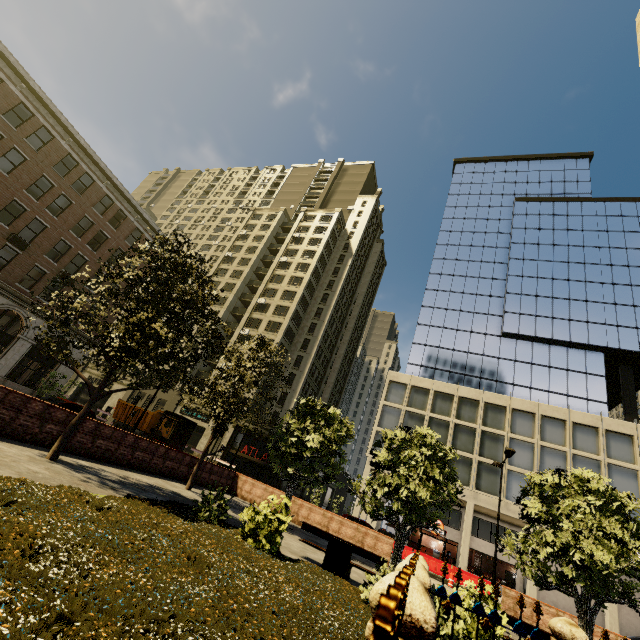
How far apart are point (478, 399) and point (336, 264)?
32.87m

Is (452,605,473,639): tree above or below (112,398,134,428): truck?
below

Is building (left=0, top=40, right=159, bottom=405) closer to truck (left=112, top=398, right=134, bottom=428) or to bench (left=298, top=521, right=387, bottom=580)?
truck (left=112, top=398, right=134, bottom=428)

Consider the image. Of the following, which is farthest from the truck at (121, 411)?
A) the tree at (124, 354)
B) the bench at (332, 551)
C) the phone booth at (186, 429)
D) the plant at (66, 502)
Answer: the bench at (332, 551)

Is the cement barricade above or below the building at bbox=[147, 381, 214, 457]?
below

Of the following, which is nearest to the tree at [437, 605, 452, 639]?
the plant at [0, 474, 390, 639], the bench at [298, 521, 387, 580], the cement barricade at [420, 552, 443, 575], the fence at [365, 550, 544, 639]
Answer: the plant at [0, 474, 390, 639]

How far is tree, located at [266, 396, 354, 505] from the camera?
14.53m

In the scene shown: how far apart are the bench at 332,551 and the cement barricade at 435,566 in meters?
19.0 m
